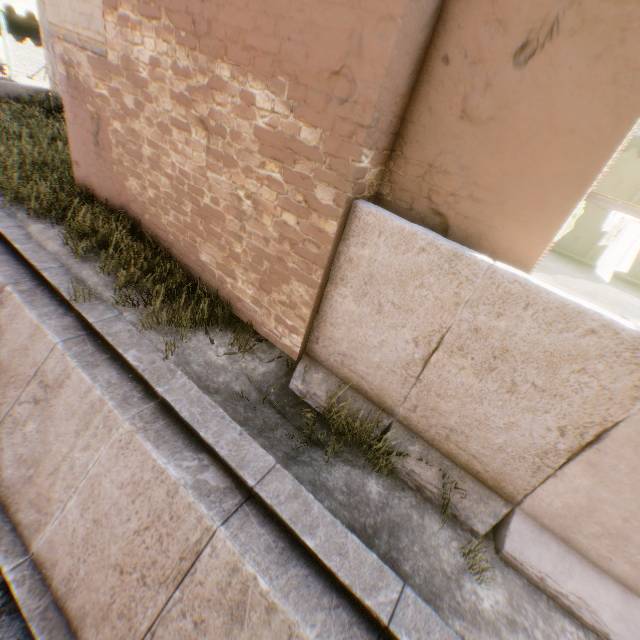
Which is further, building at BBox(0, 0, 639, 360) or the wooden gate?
the wooden gate

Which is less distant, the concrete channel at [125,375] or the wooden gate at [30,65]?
the concrete channel at [125,375]

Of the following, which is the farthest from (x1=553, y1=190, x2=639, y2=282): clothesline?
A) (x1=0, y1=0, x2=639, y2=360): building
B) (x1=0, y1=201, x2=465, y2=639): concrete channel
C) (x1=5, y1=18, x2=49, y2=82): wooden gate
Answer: (x1=5, y1=18, x2=49, y2=82): wooden gate

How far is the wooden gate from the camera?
19.06m

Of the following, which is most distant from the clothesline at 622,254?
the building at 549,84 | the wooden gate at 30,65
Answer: the wooden gate at 30,65

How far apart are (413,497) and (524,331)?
3.05m

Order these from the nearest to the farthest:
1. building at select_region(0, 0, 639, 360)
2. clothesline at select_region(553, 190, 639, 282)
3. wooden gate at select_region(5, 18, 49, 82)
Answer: building at select_region(0, 0, 639, 360) < clothesline at select_region(553, 190, 639, 282) < wooden gate at select_region(5, 18, 49, 82)

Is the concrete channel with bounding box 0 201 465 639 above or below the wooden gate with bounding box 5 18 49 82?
below
